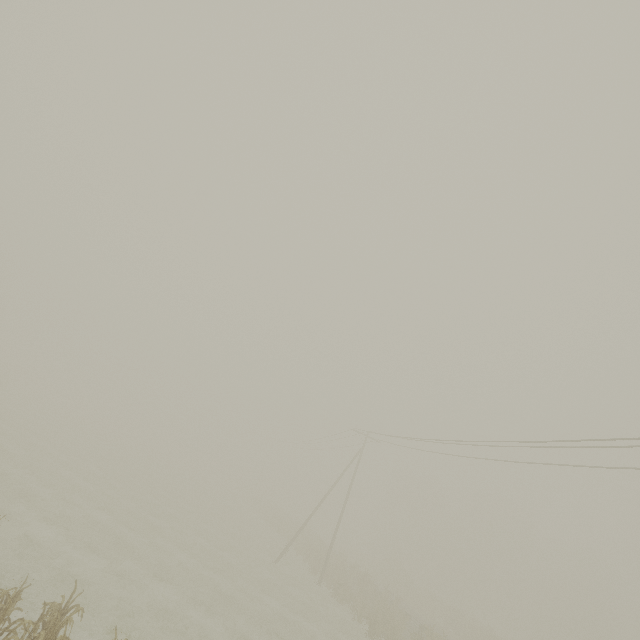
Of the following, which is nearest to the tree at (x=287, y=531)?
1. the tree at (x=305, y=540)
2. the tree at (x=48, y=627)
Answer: the tree at (x=305, y=540)

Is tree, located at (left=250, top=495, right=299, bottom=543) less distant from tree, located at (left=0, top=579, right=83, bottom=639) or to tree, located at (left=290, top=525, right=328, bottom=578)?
tree, located at (left=290, top=525, right=328, bottom=578)

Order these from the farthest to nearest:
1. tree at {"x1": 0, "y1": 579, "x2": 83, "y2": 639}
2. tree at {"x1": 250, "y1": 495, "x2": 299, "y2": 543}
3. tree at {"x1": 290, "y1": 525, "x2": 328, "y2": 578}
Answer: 1. tree at {"x1": 250, "y1": 495, "x2": 299, "y2": 543}
2. tree at {"x1": 290, "y1": 525, "x2": 328, "y2": 578}
3. tree at {"x1": 0, "y1": 579, "x2": 83, "y2": 639}

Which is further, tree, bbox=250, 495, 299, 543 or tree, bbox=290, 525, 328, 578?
tree, bbox=250, 495, 299, 543

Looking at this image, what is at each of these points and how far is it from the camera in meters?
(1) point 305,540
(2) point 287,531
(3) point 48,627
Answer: (1) tree, 35.3 m
(2) tree, 40.7 m
(3) tree, 5.7 m

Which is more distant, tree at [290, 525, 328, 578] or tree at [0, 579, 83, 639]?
tree at [290, 525, 328, 578]

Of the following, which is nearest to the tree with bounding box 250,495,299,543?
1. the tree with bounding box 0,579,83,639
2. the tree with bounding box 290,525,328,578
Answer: the tree with bounding box 290,525,328,578

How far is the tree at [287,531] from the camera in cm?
3909
